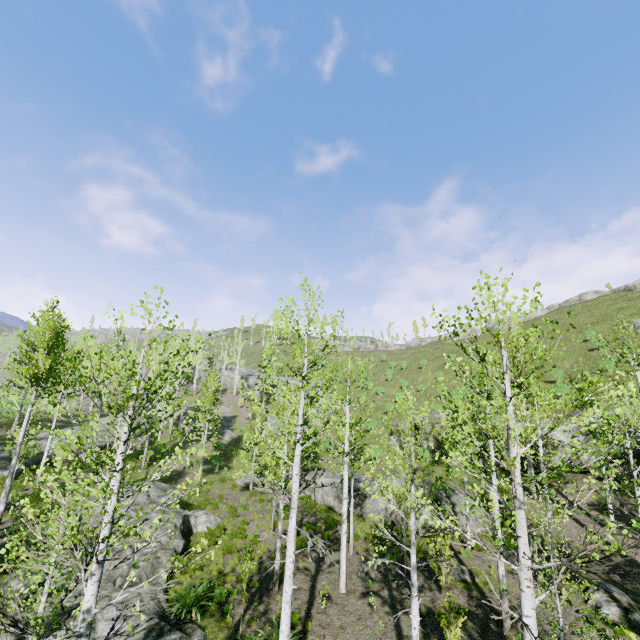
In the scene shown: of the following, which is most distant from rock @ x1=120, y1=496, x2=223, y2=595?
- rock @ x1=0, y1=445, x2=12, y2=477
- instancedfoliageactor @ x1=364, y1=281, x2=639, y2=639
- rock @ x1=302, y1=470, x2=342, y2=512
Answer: rock @ x1=302, y1=470, x2=342, y2=512

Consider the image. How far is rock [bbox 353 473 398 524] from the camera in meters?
20.2 m

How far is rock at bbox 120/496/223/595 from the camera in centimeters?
1270cm

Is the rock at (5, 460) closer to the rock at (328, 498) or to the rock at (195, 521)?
the rock at (195, 521)

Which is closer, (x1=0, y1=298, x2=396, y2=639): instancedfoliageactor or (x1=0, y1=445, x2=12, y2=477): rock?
(x1=0, y1=298, x2=396, y2=639): instancedfoliageactor

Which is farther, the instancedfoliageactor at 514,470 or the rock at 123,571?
the rock at 123,571

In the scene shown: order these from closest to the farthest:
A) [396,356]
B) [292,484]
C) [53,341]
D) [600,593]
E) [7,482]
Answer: [292,484] → [600,593] → [7,482] → [53,341] → [396,356]

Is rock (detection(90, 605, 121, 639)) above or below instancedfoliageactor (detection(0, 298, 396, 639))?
below
